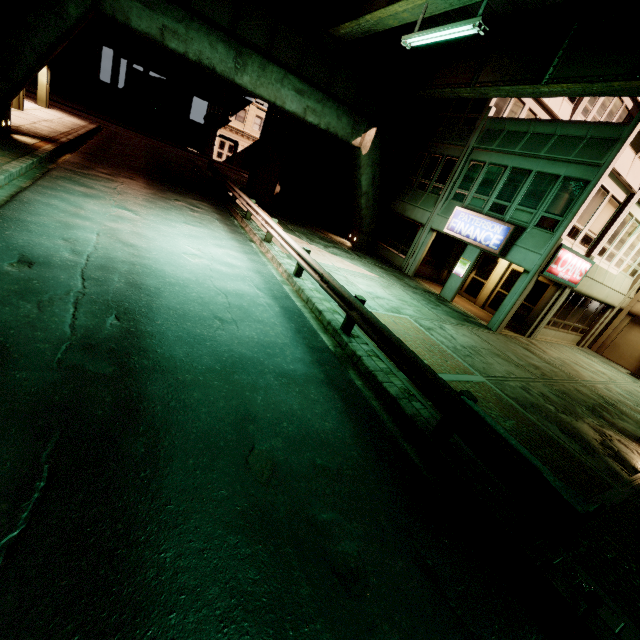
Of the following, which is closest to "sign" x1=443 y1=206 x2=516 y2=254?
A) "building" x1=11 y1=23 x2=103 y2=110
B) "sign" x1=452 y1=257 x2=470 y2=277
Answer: "sign" x1=452 y1=257 x2=470 y2=277

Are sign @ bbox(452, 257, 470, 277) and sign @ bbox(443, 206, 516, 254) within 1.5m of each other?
yes

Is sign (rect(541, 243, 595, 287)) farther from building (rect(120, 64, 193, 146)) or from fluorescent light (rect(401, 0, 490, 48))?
building (rect(120, 64, 193, 146))

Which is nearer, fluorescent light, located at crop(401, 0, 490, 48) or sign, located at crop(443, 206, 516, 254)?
fluorescent light, located at crop(401, 0, 490, 48)

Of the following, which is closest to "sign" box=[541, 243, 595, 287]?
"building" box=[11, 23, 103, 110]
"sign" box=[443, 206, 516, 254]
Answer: "sign" box=[443, 206, 516, 254]

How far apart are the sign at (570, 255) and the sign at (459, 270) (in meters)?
3.27

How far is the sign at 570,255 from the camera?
13.6 meters

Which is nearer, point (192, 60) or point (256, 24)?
point (192, 60)
